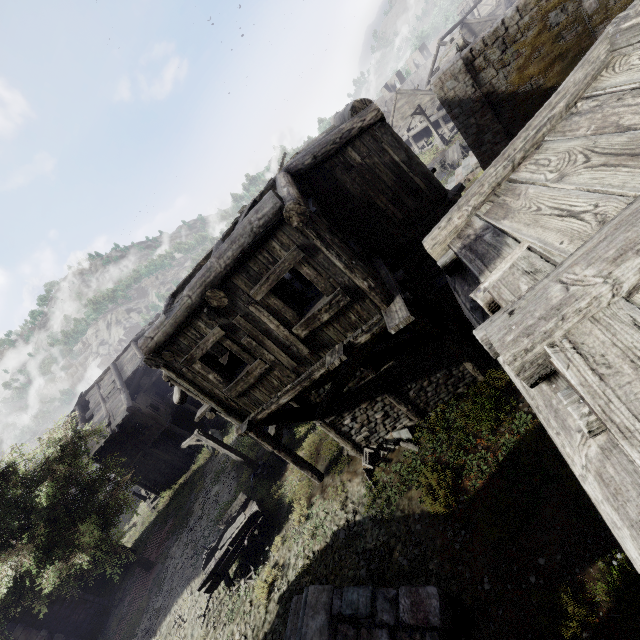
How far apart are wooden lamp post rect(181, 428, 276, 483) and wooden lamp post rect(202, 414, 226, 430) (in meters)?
10.18

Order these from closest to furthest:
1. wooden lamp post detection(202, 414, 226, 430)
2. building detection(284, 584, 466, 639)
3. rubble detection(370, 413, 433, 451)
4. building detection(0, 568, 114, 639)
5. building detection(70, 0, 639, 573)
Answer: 1. building detection(70, 0, 639, 573)
2. building detection(284, 584, 466, 639)
3. rubble detection(370, 413, 433, 451)
4. building detection(0, 568, 114, 639)
5. wooden lamp post detection(202, 414, 226, 430)

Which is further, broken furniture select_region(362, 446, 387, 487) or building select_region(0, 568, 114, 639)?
building select_region(0, 568, 114, 639)

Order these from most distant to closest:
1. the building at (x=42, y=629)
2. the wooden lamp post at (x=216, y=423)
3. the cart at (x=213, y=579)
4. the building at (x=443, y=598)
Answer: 1. the wooden lamp post at (x=216, y=423)
2. the building at (x=42, y=629)
3. the cart at (x=213, y=579)
4. the building at (x=443, y=598)

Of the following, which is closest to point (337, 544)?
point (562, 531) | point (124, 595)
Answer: point (562, 531)

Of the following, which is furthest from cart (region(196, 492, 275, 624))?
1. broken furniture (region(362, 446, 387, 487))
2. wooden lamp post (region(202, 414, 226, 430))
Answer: wooden lamp post (region(202, 414, 226, 430))

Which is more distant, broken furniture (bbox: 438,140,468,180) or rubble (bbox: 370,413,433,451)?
broken furniture (bbox: 438,140,468,180)

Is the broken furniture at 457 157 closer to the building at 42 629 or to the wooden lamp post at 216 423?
the building at 42 629
